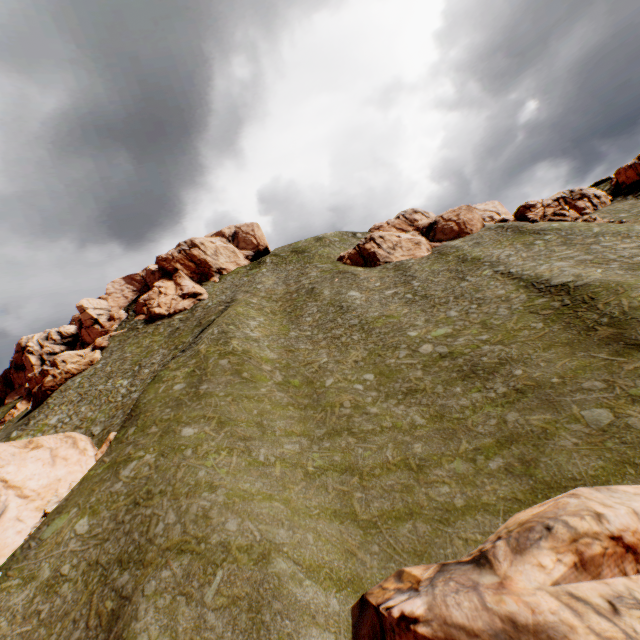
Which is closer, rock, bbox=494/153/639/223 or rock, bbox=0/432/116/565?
rock, bbox=0/432/116/565

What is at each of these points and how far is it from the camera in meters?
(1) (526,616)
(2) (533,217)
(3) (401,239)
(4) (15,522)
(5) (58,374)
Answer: (1) rock, 8.6
(2) rock, 45.8
(3) rock, 57.8
(4) rock, 19.2
(5) rock, 50.0

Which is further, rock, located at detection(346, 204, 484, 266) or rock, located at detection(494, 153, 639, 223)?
rock, located at detection(346, 204, 484, 266)

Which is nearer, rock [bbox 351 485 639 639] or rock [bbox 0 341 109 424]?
rock [bbox 351 485 639 639]

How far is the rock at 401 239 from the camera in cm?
5319

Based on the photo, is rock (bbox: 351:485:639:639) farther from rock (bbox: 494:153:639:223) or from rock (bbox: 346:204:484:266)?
rock (bbox: 494:153:639:223)

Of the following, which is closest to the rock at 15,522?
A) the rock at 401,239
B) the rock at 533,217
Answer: the rock at 401,239

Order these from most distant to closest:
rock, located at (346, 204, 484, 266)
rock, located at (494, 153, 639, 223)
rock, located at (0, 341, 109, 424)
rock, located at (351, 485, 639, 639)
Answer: rock, located at (346, 204, 484, 266) → rock, located at (0, 341, 109, 424) → rock, located at (494, 153, 639, 223) → rock, located at (351, 485, 639, 639)
